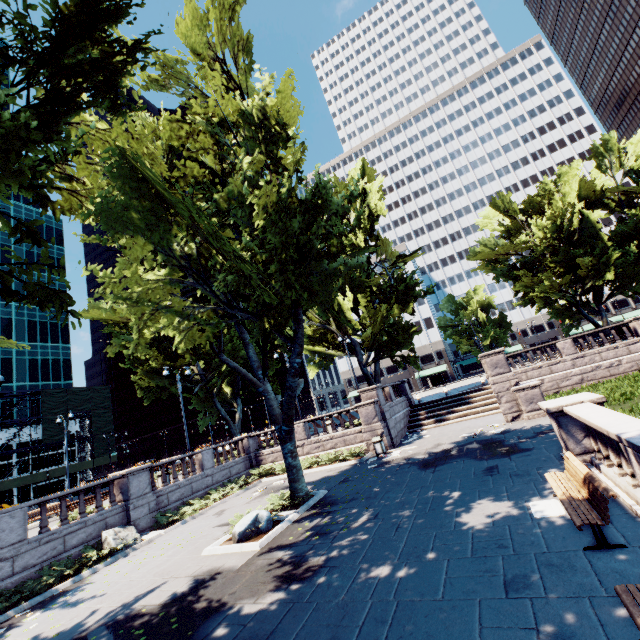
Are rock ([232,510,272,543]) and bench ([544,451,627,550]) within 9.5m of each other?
yes

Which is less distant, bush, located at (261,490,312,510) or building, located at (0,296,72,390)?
bush, located at (261,490,312,510)

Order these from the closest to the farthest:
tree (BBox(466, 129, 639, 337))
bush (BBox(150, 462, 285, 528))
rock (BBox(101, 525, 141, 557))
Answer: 1. rock (BBox(101, 525, 141, 557))
2. bush (BBox(150, 462, 285, 528))
3. tree (BBox(466, 129, 639, 337))

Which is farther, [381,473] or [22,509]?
[381,473]

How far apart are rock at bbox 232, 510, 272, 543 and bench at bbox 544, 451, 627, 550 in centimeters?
859cm

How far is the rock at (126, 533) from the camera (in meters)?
13.46

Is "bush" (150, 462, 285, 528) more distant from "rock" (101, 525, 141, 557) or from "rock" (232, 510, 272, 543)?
"rock" (232, 510, 272, 543)

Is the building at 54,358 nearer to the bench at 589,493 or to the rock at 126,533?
the rock at 126,533
